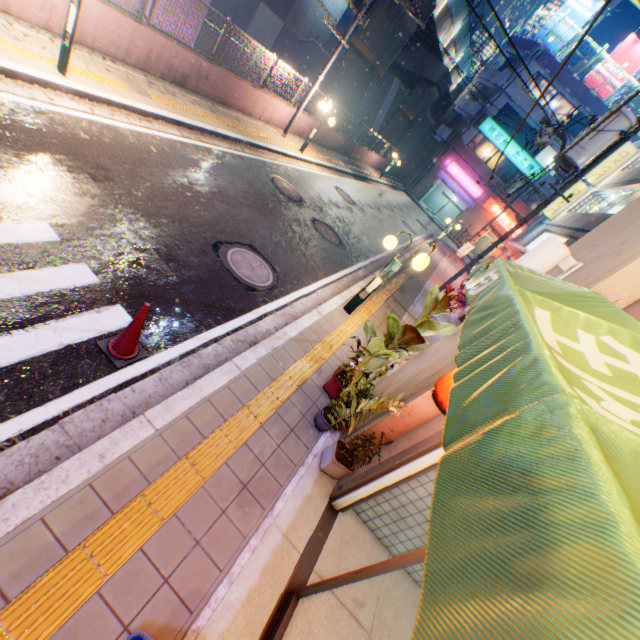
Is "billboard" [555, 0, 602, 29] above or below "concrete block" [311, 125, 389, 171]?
above

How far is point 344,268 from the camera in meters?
9.9 m

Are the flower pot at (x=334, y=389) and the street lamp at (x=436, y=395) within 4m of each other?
yes

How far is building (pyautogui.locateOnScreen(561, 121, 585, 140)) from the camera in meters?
29.1 m

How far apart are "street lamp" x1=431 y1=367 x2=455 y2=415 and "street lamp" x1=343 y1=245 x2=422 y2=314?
3.3m

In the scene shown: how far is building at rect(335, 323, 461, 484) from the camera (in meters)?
3.70

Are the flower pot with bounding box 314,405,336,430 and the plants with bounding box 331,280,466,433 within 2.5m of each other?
yes

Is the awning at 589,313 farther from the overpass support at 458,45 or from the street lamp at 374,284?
the overpass support at 458,45
